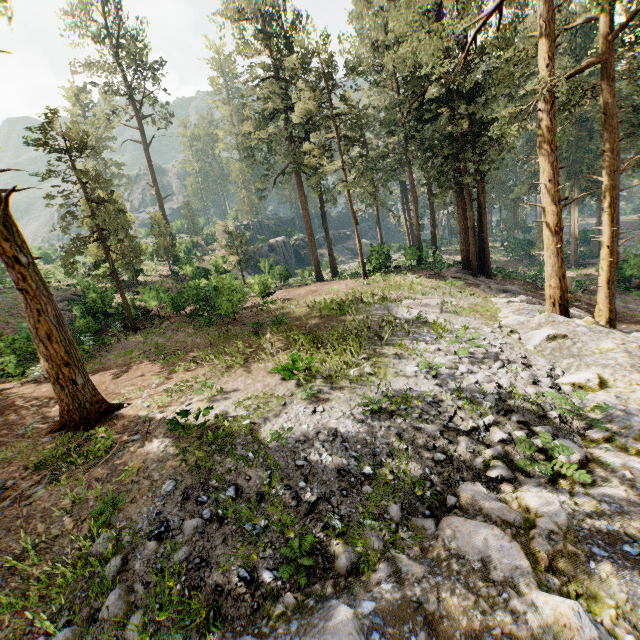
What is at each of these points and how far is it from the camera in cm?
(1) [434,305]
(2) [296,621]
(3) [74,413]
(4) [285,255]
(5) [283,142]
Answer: (1) foliage, 1708
(2) rock, 448
(3) foliage, 945
(4) rock, 5500
(5) foliage, 2731

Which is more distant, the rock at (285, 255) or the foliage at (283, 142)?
the rock at (285, 255)

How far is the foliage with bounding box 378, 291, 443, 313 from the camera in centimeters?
1672cm

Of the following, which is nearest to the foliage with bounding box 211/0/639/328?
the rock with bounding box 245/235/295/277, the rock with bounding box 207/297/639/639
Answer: the rock with bounding box 207/297/639/639

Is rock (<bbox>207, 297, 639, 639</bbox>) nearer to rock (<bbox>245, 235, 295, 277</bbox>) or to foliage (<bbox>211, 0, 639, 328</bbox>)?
foliage (<bbox>211, 0, 639, 328</bbox>)

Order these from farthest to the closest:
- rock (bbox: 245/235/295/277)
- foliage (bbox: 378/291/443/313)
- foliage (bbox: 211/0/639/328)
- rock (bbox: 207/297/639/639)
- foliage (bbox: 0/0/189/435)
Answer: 1. rock (bbox: 245/235/295/277)
2. foliage (bbox: 378/291/443/313)
3. foliage (bbox: 211/0/639/328)
4. foliage (bbox: 0/0/189/435)
5. rock (bbox: 207/297/639/639)

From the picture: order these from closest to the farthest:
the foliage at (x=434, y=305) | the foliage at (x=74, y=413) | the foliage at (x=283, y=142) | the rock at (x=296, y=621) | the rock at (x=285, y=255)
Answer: the rock at (x=296, y=621) < the foliage at (x=74, y=413) < the foliage at (x=283, y=142) < the foliage at (x=434, y=305) < the rock at (x=285, y=255)
